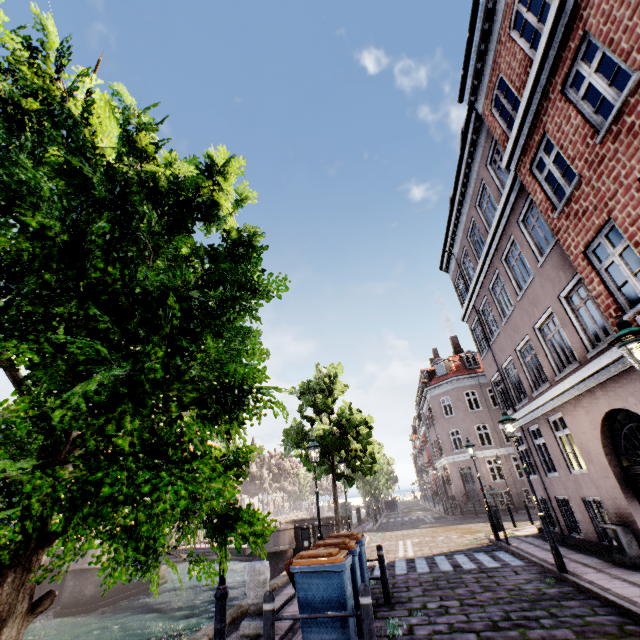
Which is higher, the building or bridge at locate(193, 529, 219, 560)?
the building

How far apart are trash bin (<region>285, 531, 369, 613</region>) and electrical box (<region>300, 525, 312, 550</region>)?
7.5 meters

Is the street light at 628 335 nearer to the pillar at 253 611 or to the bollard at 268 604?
the bollard at 268 604

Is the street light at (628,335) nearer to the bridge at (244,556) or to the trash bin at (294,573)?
the trash bin at (294,573)

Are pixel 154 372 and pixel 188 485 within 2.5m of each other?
yes

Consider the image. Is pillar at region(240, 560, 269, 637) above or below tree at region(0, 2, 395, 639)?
below

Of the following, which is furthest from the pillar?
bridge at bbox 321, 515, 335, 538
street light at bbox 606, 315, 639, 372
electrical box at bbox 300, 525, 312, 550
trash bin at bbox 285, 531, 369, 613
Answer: bridge at bbox 321, 515, 335, 538

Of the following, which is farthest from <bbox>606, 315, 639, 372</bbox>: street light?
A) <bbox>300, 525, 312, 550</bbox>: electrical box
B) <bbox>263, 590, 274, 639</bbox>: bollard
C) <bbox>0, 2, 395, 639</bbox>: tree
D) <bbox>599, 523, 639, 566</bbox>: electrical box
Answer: <bbox>300, 525, 312, 550</bbox>: electrical box
